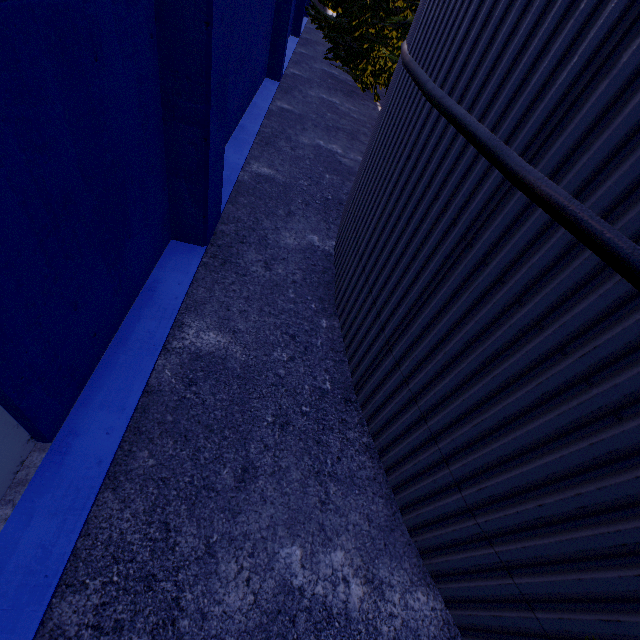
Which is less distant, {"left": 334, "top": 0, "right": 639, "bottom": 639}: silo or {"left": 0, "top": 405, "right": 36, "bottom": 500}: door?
{"left": 334, "top": 0, "right": 639, "bottom": 639}: silo

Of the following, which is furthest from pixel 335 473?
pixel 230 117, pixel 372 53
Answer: pixel 372 53

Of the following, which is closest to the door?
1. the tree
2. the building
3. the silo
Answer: the building

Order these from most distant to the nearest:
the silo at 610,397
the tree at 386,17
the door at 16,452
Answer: the tree at 386,17 → the door at 16,452 → the silo at 610,397

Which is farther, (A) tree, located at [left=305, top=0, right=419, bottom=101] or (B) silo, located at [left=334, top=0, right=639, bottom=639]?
(A) tree, located at [left=305, top=0, right=419, bottom=101]

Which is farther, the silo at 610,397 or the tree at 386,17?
the tree at 386,17

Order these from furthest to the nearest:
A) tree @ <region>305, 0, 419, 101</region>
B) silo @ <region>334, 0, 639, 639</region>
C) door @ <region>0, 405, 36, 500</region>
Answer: tree @ <region>305, 0, 419, 101</region> < door @ <region>0, 405, 36, 500</region> < silo @ <region>334, 0, 639, 639</region>

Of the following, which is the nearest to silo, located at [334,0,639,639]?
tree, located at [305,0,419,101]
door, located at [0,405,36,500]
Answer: tree, located at [305,0,419,101]
